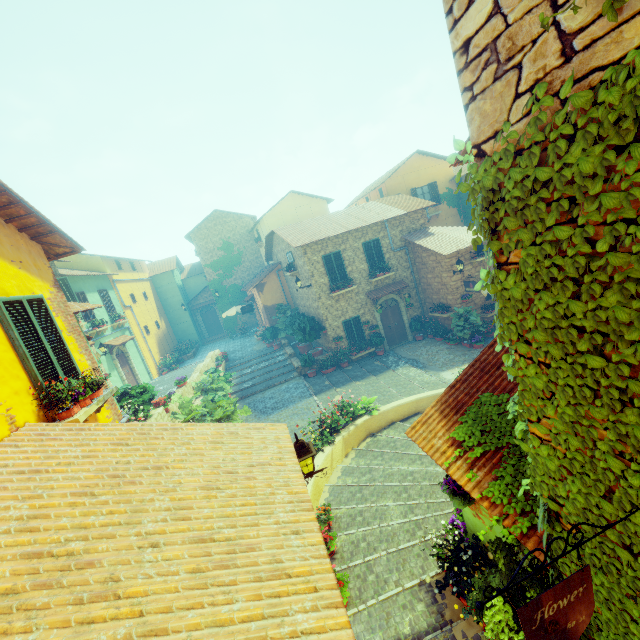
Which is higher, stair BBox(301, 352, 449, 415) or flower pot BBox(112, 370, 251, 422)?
flower pot BBox(112, 370, 251, 422)

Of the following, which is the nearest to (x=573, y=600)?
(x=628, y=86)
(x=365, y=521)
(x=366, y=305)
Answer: (x=628, y=86)

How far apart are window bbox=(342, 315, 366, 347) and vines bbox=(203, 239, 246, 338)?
14.3 meters

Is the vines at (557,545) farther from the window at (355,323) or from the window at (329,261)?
the window at (355,323)

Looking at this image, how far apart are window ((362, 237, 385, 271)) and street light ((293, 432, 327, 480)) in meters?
14.2

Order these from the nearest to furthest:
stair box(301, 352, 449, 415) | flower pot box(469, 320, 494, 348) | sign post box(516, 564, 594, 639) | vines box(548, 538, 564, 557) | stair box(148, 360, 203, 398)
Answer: sign post box(516, 564, 594, 639) → vines box(548, 538, 564, 557) → stair box(301, 352, 449, 415) → stair box(148, 360, 203, 398) → flower pot box(469, 320, 494, 348)

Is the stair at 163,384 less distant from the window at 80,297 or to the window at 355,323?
the window at 80,297

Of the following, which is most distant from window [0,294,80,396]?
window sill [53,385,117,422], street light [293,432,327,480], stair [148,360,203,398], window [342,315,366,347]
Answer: stair [148,360,203,398]
